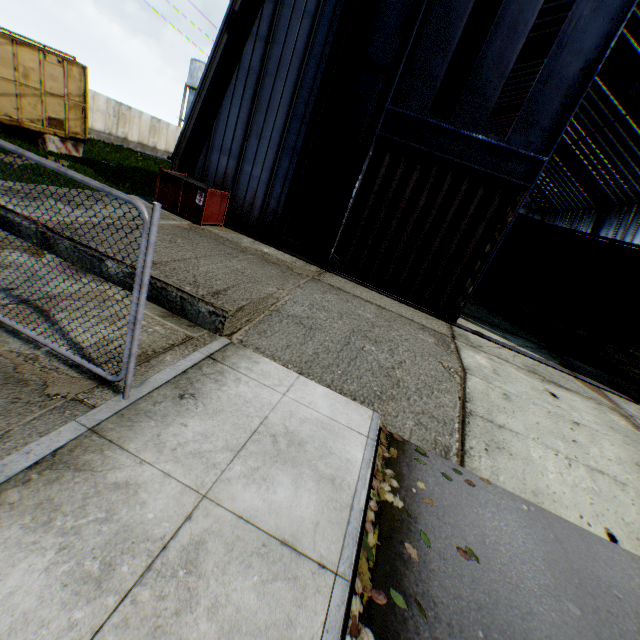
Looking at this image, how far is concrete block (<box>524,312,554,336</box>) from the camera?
13.73m

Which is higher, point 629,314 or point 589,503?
point 629,314

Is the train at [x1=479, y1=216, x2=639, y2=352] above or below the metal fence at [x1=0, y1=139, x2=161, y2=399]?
above

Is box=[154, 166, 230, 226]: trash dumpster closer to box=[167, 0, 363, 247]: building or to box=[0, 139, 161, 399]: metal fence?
box=[167, 0, 363, 247]: building

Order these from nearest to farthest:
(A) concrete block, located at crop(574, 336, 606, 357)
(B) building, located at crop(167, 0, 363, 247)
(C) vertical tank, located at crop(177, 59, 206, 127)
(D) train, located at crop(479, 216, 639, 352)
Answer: (B) building, located at crop(167, 0, 363, 247) → (D) train, located at crop(479, 216, 639, 352) → (A) concrete block, located at crop(574, 336, 606, 357) → (C) vertical tank, located at crop(177, 59, 206, 127)

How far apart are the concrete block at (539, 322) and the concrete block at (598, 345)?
1.2m

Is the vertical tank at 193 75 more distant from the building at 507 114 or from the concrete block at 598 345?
the concrete block at 598 345

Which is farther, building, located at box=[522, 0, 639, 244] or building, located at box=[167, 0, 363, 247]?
building, located at box=[522, 0, 639, 244]
